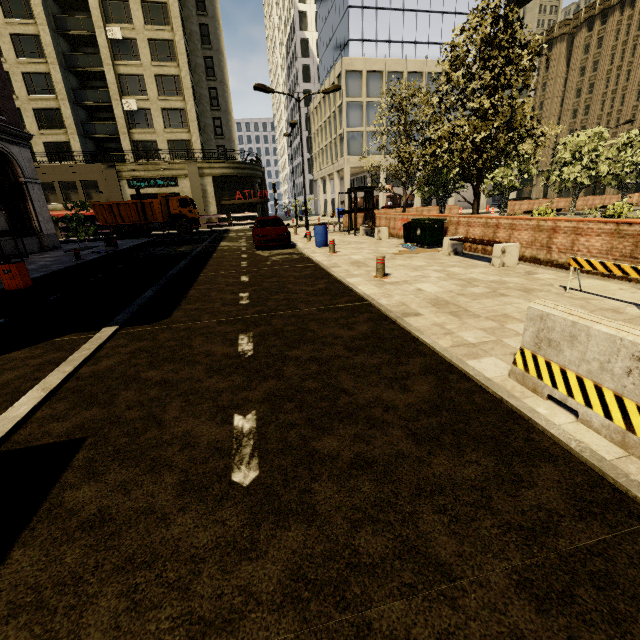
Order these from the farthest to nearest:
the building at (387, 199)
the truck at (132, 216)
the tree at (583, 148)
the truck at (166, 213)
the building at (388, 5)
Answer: the building at (387, 199), the building at (388, 5), the truck at (166, 213), the truck at (132, 216), the tree at (583, 148)

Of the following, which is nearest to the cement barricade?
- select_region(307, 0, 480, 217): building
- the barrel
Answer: the barrel

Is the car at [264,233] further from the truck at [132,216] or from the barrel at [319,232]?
the truck at [132,216]

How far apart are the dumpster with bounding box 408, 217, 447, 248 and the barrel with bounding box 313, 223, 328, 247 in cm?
362

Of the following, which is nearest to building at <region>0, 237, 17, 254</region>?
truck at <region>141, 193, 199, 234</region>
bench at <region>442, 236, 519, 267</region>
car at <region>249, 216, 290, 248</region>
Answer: truck at <region>141, 193, 199, 234</region>

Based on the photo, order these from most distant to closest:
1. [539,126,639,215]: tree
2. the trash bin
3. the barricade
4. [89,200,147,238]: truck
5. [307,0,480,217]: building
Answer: [307,0,480,217]: building < [89,200,147,238]: truck < [539,126,639,215]: tree < the trash bin < the barricade

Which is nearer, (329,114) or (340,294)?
(340,294)

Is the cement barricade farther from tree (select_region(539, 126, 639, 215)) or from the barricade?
tree (select_region(539, 126, 639, 215))
